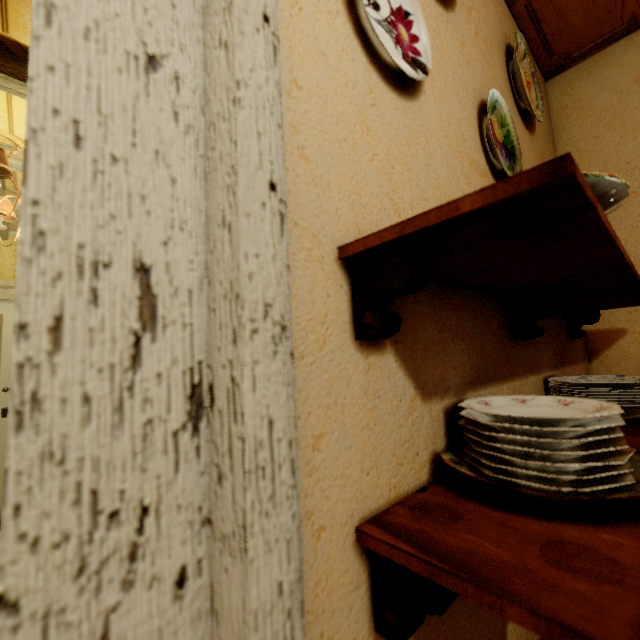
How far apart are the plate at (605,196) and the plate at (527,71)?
1.1 meters

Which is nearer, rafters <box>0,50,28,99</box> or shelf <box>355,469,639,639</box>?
shelf <box>355,469,639,639</box>

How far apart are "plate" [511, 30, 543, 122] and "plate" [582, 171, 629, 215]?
1.05m

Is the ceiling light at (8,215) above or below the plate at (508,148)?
above

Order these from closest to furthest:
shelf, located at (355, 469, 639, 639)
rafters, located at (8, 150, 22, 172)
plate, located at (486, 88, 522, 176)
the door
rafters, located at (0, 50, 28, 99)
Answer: shelf, located at (355, 469, 639, 639) → plate, located at (486, 88, 522, 176) → rafters, located at (0, 50, 28, 99) → rafters, located at (8, 150, 22, 172) → the door

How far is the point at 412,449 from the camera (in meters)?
0.54

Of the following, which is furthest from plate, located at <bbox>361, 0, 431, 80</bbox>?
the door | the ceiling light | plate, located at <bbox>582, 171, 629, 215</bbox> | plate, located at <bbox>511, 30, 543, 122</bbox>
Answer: the door

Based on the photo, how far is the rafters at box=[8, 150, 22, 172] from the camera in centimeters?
216cm
